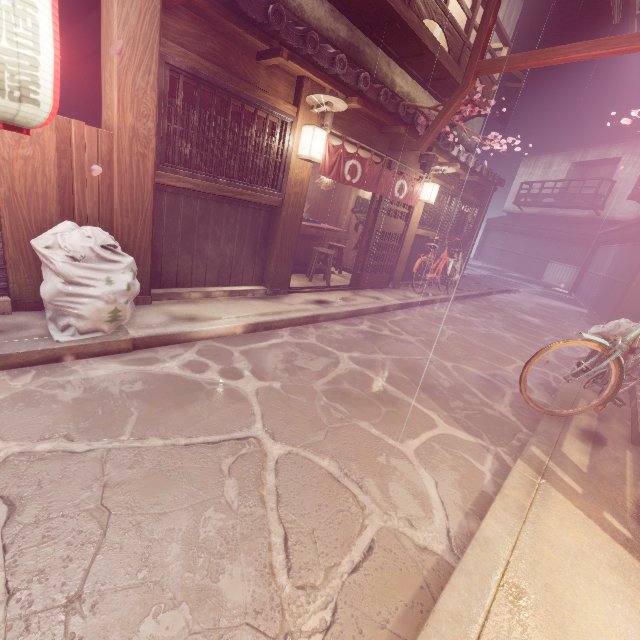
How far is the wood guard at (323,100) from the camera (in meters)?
7.74

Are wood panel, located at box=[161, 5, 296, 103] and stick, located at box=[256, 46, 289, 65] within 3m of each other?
yes

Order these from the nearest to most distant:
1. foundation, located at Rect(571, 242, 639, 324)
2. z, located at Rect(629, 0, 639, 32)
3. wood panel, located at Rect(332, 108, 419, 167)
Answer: wood panel, located at Rect(332, 108, 419, 167), z, located at Rect(629, 0, 639, 32), foundation, located at Rect(571, 242, 639, 324)

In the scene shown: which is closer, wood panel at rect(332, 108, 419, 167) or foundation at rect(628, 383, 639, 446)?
foundation at rect(628, 383, 639, 446)

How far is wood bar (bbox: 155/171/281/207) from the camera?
6.9 meters

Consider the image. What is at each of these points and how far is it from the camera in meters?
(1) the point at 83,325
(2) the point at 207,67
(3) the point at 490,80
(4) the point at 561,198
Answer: (1) trash, 5.4 m
(2) wood bar, 6.6 m
(3) terrace, 14.9 m
(4) terrace, 37.3 m

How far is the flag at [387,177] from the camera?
9.4m

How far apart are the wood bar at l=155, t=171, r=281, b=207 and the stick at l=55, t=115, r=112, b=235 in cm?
71
